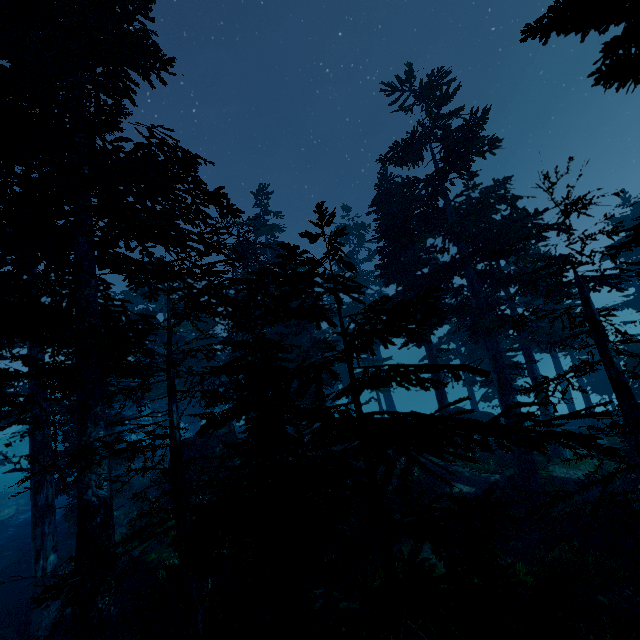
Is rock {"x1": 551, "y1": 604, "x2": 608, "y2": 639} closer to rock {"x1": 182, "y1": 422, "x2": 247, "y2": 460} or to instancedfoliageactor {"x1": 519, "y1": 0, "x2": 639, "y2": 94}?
instancedfoliageactor {"x1": 519, "y1": 0, "x2": 639, "y2": 94}

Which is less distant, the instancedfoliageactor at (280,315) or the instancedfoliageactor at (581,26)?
the instancedfoliageactor at (280,315)

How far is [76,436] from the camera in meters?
9.2

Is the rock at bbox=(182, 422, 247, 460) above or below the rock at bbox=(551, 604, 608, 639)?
above

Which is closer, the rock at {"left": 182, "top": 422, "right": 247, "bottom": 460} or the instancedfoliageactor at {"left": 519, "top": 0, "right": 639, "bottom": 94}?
the instancedfoliageactor at {"left": 519, "top": 0, "right": 639, "bottom": 94}

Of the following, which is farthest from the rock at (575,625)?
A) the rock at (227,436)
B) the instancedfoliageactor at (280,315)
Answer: the rock at (227,436)

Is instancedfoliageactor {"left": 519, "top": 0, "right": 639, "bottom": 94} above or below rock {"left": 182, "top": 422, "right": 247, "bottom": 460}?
above
